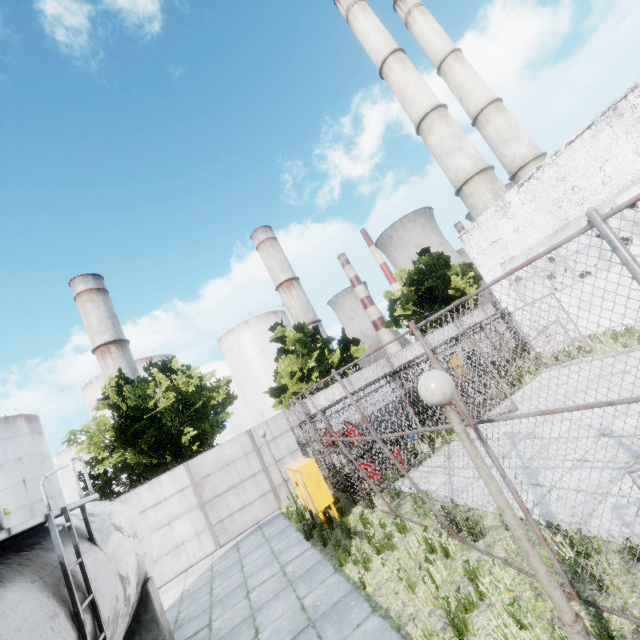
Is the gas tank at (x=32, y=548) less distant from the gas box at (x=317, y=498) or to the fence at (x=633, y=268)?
the fence at (x=633, y=268)

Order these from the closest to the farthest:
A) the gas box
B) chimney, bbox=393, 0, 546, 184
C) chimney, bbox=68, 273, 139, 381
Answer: the gas box
chimney, bbox=393, 0, 546, 184
chimney, bbox=68, 273, 139, 381

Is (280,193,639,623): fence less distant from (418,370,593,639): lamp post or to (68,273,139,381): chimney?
(418,370,593,639): lamp post

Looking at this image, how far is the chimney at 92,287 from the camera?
55.2m

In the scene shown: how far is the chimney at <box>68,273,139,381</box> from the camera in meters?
55.2 m

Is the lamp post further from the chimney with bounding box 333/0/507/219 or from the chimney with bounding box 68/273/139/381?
the chimney with bounding box 68/273/139/381

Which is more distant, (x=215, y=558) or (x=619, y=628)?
(x=215, y=558)

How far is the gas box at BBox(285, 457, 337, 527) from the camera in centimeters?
936cm
